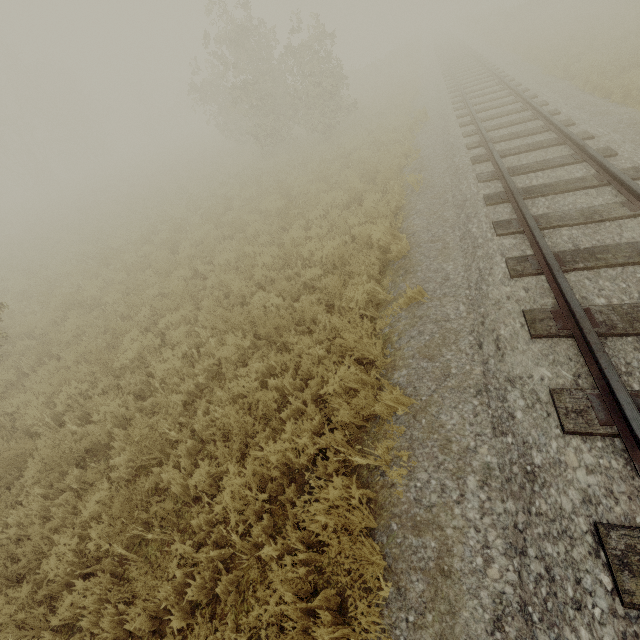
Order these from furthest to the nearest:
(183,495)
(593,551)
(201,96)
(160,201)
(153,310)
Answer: (201,96) < (160,201) < (153,310) < (183,495) < (593,551)
